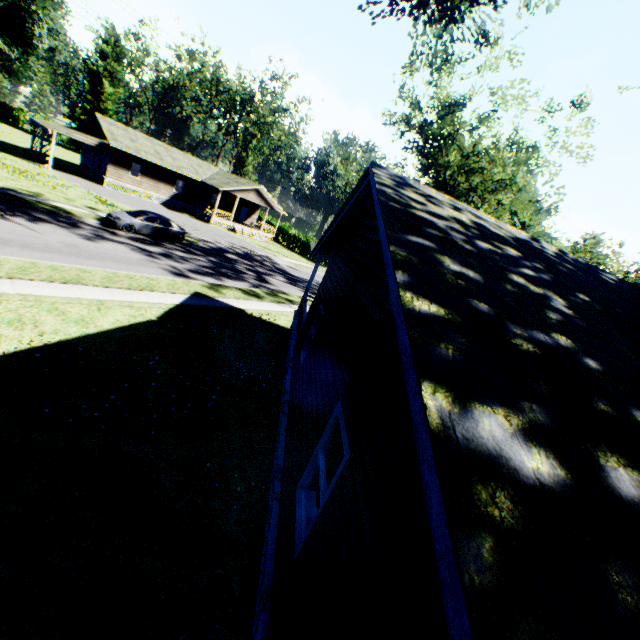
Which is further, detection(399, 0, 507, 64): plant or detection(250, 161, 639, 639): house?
detection(399, 0, 507, 64): plant

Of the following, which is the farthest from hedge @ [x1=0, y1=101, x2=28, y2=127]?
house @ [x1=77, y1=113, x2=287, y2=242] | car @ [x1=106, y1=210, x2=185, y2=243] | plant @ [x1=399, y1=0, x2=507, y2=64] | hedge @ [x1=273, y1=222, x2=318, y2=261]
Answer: plant @ [x1=399, y1=0, x2=507, y2=64]

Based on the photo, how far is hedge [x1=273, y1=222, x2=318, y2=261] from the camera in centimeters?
4775cm

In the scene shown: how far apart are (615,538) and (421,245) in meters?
2.2

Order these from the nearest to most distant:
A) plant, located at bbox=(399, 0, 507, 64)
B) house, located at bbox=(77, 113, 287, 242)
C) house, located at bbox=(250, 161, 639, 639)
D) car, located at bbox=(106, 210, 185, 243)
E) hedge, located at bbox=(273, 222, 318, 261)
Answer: house, located at bbox=(250, 161, 639, 639)
plant, located at bbox=(399, 0, 507, 64)
car, located at bbox=(106, 210, 185, 243)
house, located at bbox=(77, 113, 287, 242)
hedge, located at bbox=(273, 222, 318, 261)

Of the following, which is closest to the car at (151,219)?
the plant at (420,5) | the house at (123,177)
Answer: the plant at (420,5)

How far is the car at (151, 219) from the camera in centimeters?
2073cm

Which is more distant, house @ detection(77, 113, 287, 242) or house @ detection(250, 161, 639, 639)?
house @ detection(77, 113, 287, 242)
